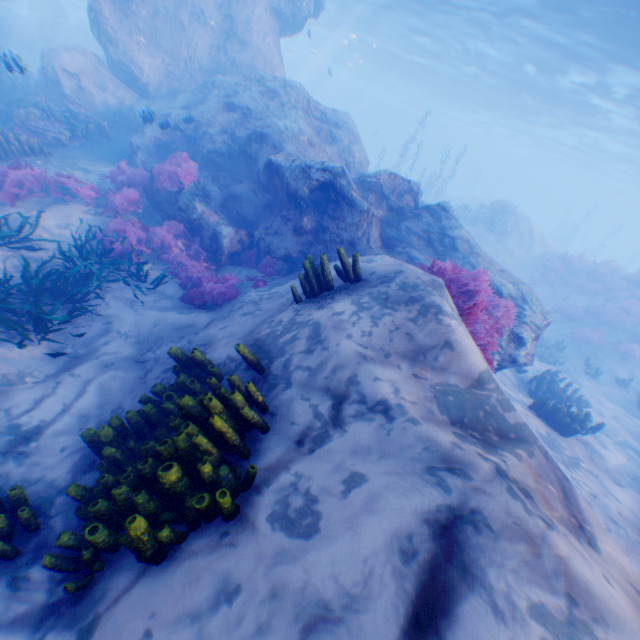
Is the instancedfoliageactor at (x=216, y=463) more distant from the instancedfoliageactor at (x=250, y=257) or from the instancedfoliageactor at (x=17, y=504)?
the instancedfoliageactor at (x=250, y=257)

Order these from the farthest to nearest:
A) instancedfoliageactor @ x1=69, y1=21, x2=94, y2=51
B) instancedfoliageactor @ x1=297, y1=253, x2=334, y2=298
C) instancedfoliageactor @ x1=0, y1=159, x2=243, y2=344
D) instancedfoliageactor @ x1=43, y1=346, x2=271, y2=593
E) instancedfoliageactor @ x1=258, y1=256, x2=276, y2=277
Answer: instancedfoliageactor @ x1=69, y1=21, x2=94, y2=51 < instancedfoliageactor @ x1=258, y1=256, x2=276, y2=277 < instancedfoliageactor @ x1=0, y1=159, x2=243, y2=344 < instancedfoliageactor @ x1=297, y1=253, x2=334, y2=298 < instancedfoliageactor @ x1=43, y1=346, x2=271, y2=593

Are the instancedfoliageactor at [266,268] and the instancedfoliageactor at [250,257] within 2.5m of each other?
yes

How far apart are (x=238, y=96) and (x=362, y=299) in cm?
1326

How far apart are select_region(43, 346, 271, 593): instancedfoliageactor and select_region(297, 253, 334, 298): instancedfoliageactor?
1.6 meters

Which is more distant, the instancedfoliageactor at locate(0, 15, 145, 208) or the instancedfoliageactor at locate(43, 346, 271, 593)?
the instancedfoliageactor at locate(0, 15, 145, 208)

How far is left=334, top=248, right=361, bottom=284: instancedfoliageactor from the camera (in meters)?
5.07

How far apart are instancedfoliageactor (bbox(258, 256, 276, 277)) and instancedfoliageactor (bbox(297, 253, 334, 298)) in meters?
3.6 m
